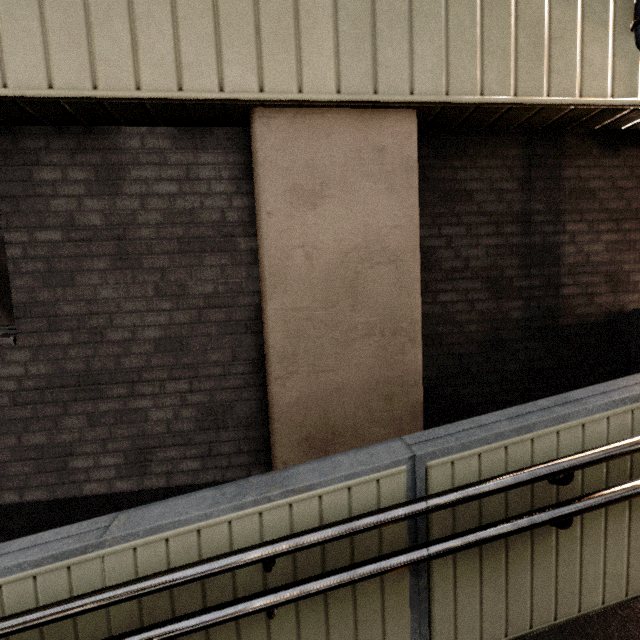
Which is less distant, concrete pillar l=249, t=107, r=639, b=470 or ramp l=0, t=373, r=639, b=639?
ramp l=0, t=373, r=639, b=639

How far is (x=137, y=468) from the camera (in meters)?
2.93

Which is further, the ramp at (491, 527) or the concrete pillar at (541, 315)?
the concrete pillar at (541, 315)
